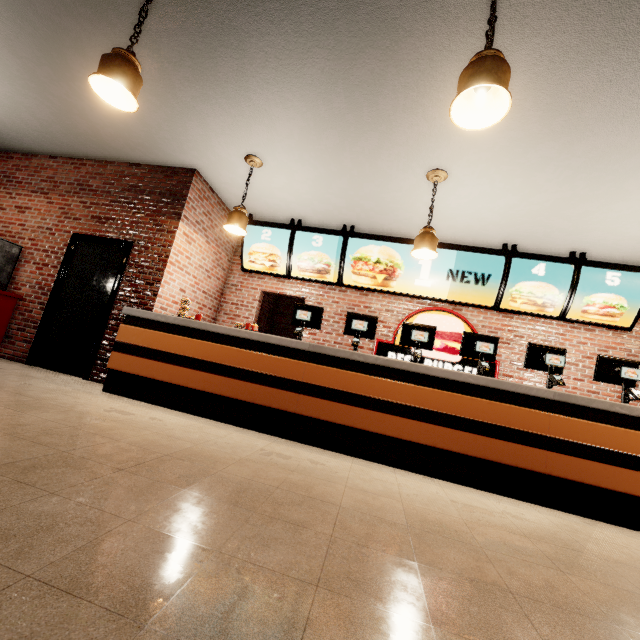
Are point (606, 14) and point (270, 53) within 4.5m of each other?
yes
